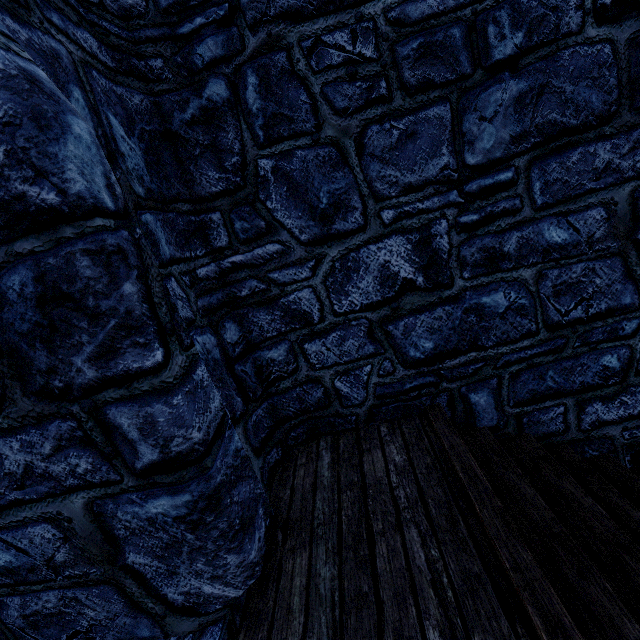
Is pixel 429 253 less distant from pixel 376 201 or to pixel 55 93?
pixel 376 201
